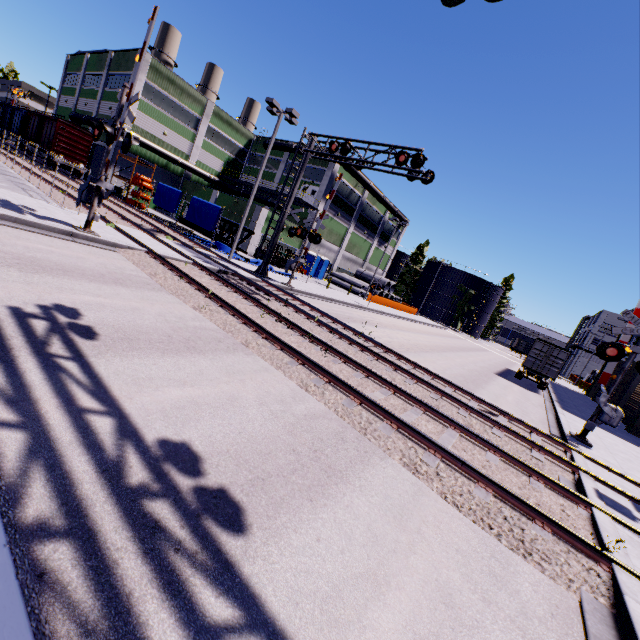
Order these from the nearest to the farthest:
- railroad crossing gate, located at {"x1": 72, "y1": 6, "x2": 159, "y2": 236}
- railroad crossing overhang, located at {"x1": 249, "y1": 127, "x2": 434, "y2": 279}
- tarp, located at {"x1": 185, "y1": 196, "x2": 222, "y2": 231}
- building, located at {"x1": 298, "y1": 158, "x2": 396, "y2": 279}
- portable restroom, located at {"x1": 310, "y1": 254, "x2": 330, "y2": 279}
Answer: railroad crossing gate, located at {"x1": 72, "y1": 6, "x2": 159, "y2": 236}
railroad crossing overhang, located at {"x1": 249, "y1": 127, "x2": 434, "y2": 279}
tarp, located at {"x1": 185, "y1": 196, "x2": 222, "y2": 231}
building, located at {"x1": 298, "y1": 158, "x2": 396, "y2": 279}
portable restroom, located at {"x1": 310, "y1": 254, "x2": 330, "y2": 279}

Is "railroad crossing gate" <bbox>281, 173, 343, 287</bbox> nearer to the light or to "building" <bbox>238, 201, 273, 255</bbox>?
the light

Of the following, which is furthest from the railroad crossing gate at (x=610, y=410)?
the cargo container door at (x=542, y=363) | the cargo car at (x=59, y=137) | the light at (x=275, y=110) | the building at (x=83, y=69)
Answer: the light at (x=275, y=110)

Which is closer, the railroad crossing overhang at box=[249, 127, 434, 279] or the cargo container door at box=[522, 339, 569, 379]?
the railroad crossing overhang at box=[249, 127, 434, 279]

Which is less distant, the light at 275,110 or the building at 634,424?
the light at 275,110

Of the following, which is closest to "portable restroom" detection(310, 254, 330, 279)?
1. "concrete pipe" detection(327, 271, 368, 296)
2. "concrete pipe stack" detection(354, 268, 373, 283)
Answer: "concrete pipe" detection(327, 271, 368, 296)

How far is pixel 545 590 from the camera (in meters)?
4.03

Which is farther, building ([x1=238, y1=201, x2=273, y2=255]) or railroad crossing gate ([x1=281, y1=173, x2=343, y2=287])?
building ([x1=238, y1=201, x2=273, y2=255])
